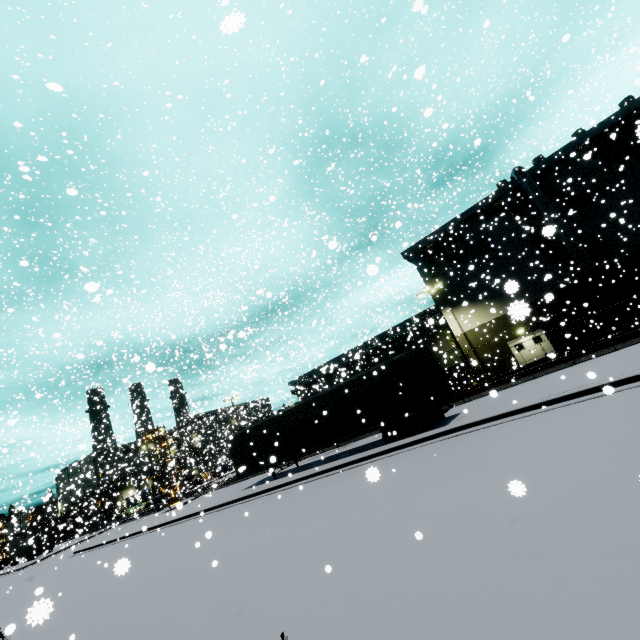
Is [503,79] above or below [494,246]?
above

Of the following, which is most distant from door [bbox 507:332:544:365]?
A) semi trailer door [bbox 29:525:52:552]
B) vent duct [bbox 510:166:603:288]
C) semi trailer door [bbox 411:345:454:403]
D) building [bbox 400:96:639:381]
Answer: semi trailer door [bbox 29:525:52:552]

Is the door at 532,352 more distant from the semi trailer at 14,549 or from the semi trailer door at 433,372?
the semi trailer door at 433,372

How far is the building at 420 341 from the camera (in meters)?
31.56

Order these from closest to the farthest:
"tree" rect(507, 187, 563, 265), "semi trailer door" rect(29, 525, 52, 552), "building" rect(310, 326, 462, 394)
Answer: "tree" rect(507, 187, 563, 265) < "building" rect(310, 326, 462, 394) < "semi trailer door" rect(29, 525, 52, 552)

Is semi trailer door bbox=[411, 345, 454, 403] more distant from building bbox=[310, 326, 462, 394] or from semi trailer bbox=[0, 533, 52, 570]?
building bbox=[310, 326, 462, 394]

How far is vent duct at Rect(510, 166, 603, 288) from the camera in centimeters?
2567cm
